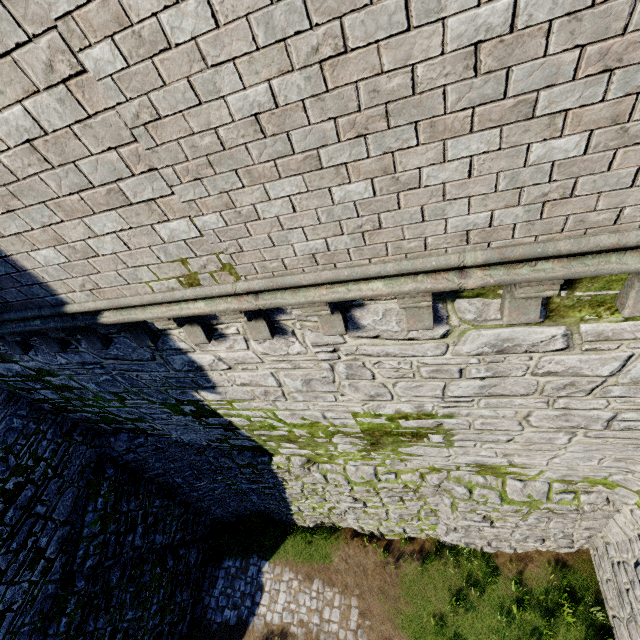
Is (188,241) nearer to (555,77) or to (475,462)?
(555,77)
